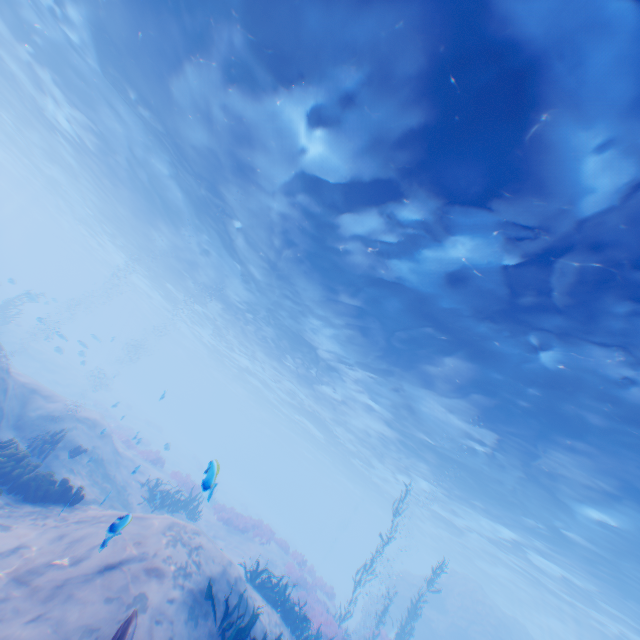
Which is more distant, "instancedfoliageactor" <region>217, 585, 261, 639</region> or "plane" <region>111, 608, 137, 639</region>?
"instancedfoliageactor" <region>217, 585, 261, 639</region>

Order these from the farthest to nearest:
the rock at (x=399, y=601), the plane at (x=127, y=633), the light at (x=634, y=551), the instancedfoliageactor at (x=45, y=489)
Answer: the rock at (x=399, y=601) < the instancedfoliageactor at (x=45, y=489) < the light at (x=634, y=551) < the plane at (x=127, y=633)

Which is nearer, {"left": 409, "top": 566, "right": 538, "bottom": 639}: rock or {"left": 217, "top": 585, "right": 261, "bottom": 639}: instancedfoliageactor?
{"left": 217, "top": 585, "right": 261, "bottom": 639}: instancedfoliageactor

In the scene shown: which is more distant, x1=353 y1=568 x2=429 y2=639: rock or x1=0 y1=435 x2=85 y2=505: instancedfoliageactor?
x1=353 y1=568 x2=429 y2=639: rock

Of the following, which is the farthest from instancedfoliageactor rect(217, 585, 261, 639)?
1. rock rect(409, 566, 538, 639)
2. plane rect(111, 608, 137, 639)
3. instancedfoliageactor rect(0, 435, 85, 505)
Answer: rock rect(409, 566, 538, 639)

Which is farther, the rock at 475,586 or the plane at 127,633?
the rock at 475,586

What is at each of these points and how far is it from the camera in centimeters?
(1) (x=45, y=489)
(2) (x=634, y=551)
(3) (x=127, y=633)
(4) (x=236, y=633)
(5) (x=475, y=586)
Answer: (1) instancedfoliageactor, 813cm
(2) light, 1418cm
(3) plane, 425cm
(4) instancedfoliageactor, 632cm
(5) rock, 2950cm
